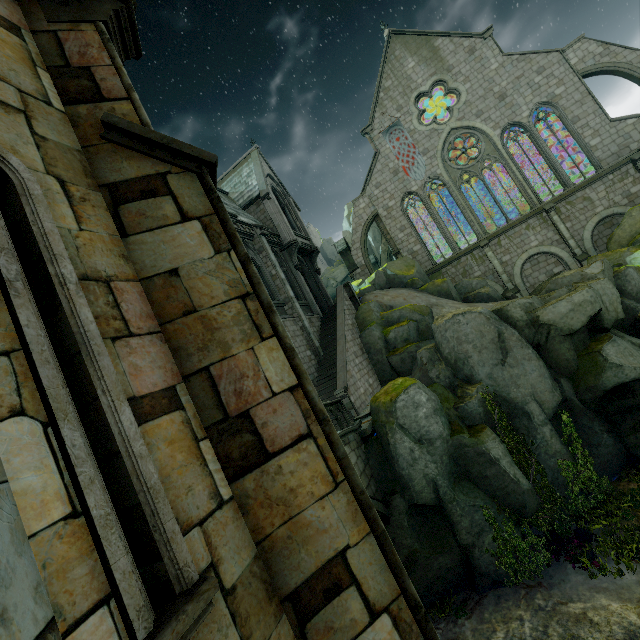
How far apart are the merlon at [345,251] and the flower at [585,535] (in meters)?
23.17

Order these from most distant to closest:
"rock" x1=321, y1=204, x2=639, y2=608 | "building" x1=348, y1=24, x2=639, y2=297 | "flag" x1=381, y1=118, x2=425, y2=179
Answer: "flag" x1=381, y1=118, x2=425, y2=179, "building" x1=348, y1=24, x2=639, y2=297, "rock" x1=321, y1=204, x2=639, y2=608

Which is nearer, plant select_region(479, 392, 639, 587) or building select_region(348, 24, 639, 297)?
plant select_region(479, 392, 639, 587)

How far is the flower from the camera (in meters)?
9.85

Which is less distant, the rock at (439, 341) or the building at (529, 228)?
the rock at (439, 341)

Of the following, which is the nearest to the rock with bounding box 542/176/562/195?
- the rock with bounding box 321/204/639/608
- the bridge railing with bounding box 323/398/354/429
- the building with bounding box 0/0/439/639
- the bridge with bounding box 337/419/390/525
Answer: the building with bounding box 0/0/439/639

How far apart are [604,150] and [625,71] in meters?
5.3

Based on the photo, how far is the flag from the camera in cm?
2778
